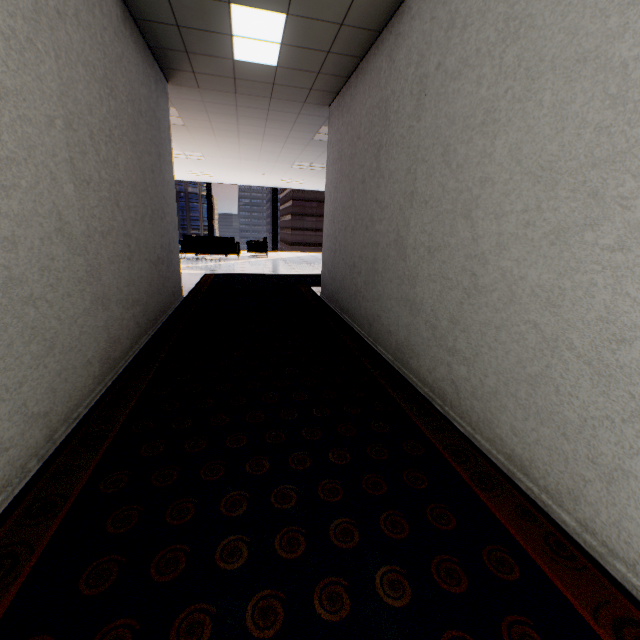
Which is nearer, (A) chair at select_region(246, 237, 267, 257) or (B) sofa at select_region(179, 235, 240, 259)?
(B) sofa at select_region(179, 235, 240, 259)

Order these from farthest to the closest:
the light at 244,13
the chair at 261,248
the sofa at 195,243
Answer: the chair at 261,248, the sofa at 195,243, the light at 244,13

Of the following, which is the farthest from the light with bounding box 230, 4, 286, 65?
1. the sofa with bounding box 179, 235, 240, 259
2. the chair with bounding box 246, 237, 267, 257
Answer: the chair with bounding box 246, 237, 267, 257

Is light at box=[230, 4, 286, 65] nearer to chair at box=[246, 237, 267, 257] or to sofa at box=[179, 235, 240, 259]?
sofa at box=[179, 235, 240, 259]

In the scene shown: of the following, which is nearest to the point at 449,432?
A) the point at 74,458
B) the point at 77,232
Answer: the point at 74,458

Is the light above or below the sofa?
above

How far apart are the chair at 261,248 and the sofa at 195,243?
0.57m
